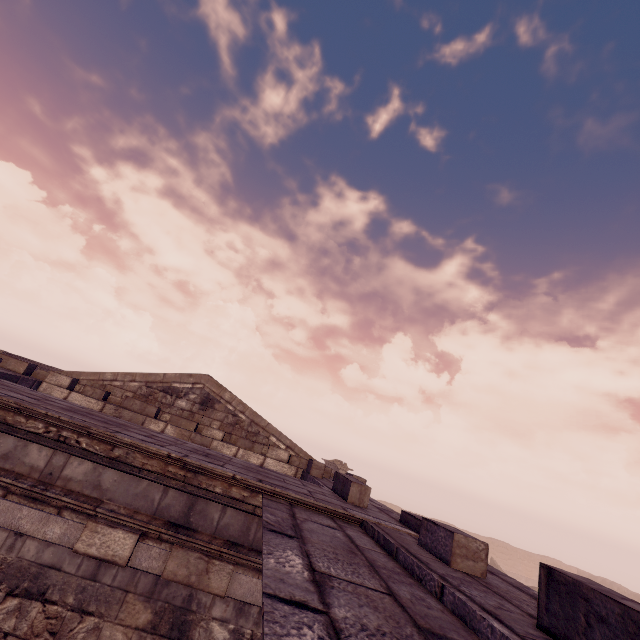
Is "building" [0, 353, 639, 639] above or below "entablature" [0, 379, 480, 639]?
above

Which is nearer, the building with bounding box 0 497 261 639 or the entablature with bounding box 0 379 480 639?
the entablature with bounding box 0 379 480 639

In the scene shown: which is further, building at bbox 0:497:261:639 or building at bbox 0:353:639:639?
building at bbox 0:497:261:639

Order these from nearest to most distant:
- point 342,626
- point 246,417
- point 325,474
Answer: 1. point 342,626
2. point 325,474
3. point 246,417

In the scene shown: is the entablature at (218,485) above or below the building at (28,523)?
above

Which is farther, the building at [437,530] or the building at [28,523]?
the building at [28,523]

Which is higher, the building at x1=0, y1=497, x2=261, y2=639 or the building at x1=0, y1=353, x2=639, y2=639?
the building at x1=0, y1=353, x2=639, y2=639
